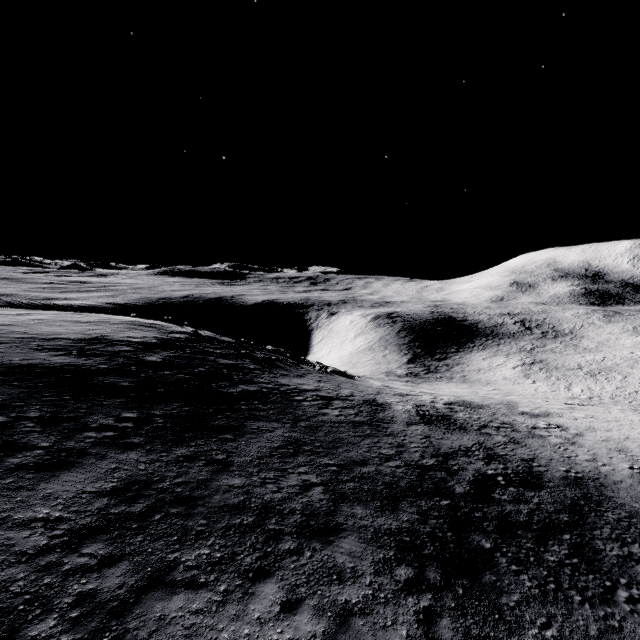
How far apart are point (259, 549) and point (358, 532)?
3.1m
